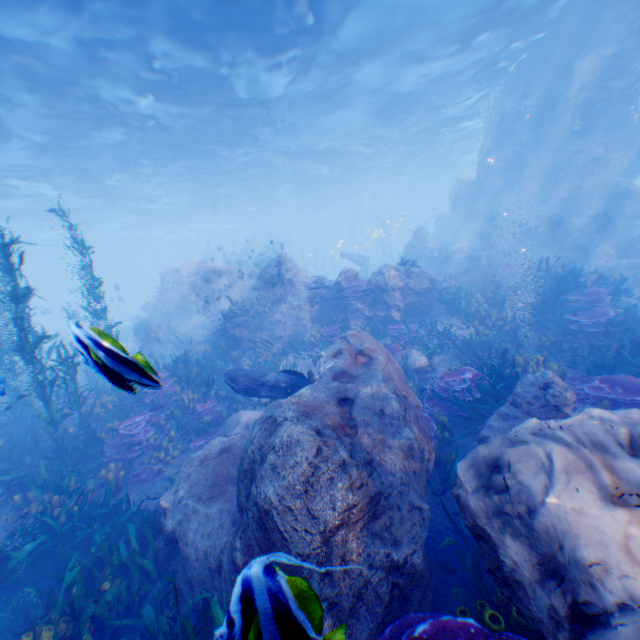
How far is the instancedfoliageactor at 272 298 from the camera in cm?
1365

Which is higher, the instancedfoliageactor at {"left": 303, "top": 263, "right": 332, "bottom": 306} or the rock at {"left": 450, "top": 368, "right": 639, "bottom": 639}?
the instancedfoliageactor at {"left": 303, "top": 263, "right": 332, "bottom": 306}

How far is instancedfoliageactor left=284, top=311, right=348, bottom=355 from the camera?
12.3 meters

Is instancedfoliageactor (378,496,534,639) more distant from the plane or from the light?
the light

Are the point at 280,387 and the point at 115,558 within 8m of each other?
yes

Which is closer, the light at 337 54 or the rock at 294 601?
the rock at 294 601

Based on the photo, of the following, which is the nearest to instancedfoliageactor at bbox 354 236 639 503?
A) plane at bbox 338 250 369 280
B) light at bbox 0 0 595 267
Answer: plane at bbox 338 250 369 280
